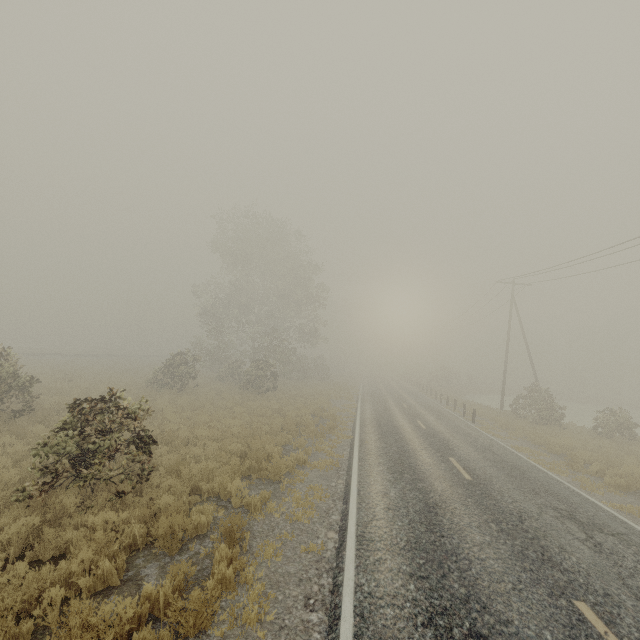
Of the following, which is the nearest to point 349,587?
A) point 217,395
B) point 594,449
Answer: point 594,449

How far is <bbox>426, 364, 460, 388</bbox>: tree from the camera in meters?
50.4

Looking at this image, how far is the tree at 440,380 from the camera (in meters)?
50.44
